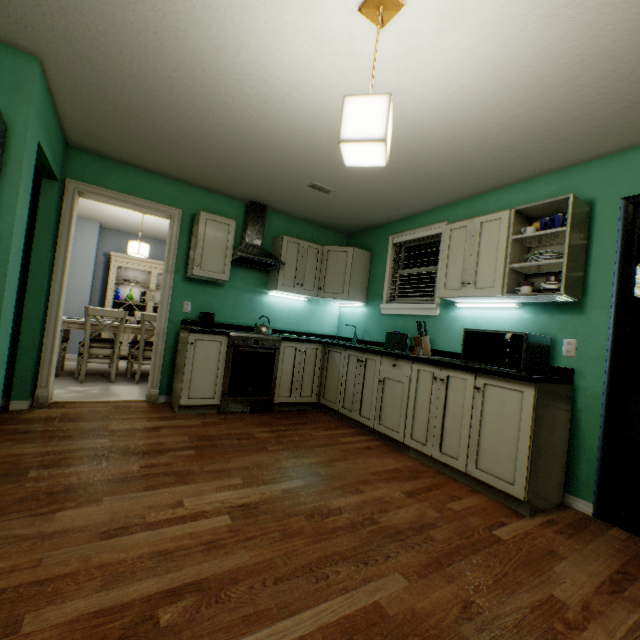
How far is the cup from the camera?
2.28m

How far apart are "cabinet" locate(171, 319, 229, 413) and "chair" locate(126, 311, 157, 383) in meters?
0.9 m

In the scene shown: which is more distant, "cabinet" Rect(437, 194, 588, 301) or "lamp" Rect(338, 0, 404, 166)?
"cabinet" Rect(437, 194, 588, 301)

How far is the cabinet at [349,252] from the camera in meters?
4.0

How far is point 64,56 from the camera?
2.0 meters

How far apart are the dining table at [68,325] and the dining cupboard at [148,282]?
1.0 meters

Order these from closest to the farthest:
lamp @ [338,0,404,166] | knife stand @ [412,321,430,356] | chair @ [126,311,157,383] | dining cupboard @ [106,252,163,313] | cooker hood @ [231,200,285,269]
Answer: lamp @ [338,0,404,166], knife stand @ [412,321,430,356], cooker hood @ [231,200,285,269], chair @ [126,311,157,383], dining cupboard @ [106,252,163,313]

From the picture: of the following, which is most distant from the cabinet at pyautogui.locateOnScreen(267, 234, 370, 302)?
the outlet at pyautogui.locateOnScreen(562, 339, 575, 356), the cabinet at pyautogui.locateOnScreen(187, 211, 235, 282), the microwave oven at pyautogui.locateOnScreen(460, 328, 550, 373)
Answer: the outlet at pyautogui.locateOnScreen(562, 339, 575, 356)
